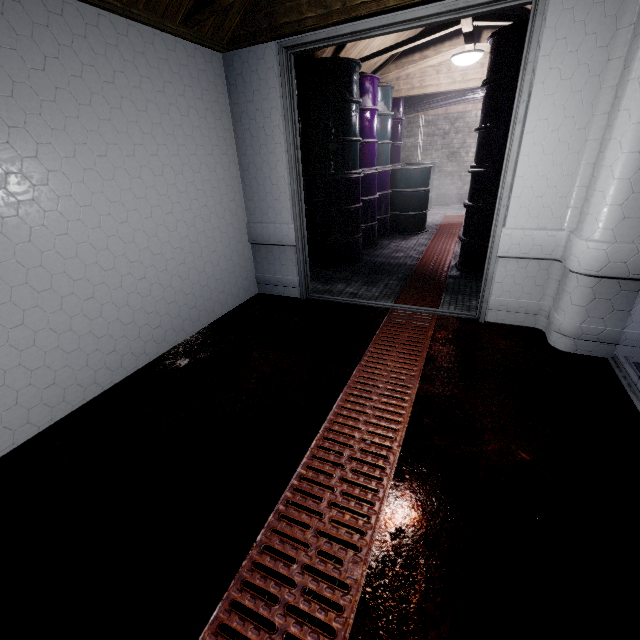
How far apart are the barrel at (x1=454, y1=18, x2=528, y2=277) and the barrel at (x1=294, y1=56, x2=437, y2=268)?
1.3m

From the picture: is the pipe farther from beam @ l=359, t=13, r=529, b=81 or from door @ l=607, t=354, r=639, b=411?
door @ l=607, t=354, r=639, b=411

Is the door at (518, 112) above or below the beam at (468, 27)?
below

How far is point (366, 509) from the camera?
1.2m

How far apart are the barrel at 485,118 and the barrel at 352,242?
1.3 meters

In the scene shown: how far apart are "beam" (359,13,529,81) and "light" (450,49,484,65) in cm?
17

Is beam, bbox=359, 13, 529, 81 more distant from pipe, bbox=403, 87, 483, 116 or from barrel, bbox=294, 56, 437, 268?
pipe, bbox=403, 87, 483, 116

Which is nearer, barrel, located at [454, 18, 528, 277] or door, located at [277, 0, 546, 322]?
door, located at [277, 0, 546, 322]
